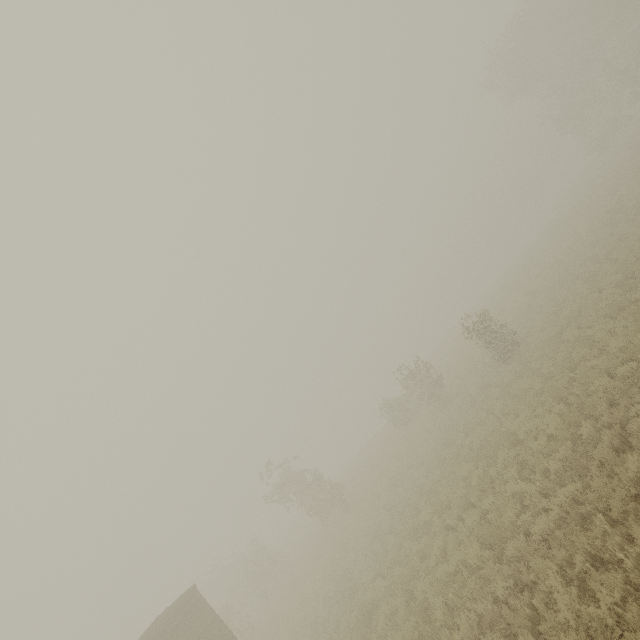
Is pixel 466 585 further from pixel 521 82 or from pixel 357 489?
pixel 521 82
